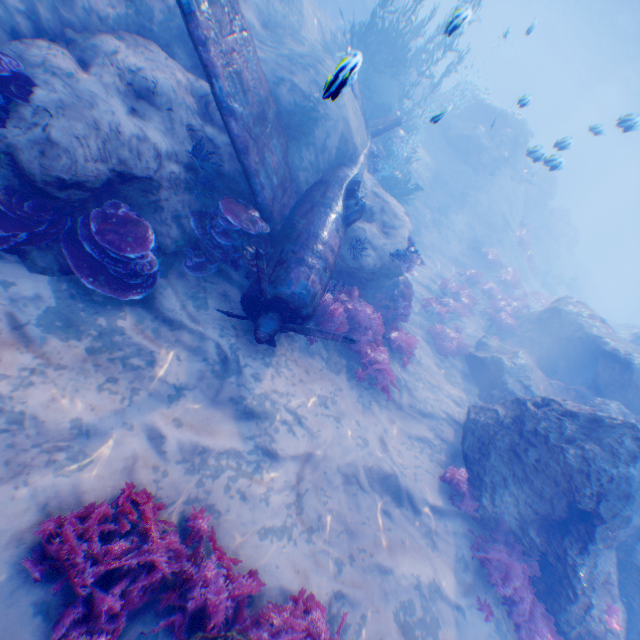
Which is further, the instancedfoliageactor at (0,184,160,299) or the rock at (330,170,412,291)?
the rock at (330,170,412,291)

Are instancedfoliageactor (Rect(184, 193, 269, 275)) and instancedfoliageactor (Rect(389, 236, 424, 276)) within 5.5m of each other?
yes

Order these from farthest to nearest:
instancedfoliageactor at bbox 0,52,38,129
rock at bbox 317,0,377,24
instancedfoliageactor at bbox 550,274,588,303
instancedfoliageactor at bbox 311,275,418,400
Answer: A:
instancedfoliageactor at bbox 550,274,588,303
rock at bbox 317,0,377,24
instancedfoliageactor at bbox 311,275,418,400
instancedfoliageactor at bbox 0,52,38,129

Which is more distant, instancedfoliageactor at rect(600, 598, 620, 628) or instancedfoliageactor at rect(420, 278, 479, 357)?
instancedfoliageactor at rect(420, 278, 479, 357)

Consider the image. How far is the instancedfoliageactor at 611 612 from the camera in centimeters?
617cm

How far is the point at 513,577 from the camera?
6.5 meters

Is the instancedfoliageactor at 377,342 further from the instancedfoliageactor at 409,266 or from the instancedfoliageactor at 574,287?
the instancedfoliageactor at 574,287

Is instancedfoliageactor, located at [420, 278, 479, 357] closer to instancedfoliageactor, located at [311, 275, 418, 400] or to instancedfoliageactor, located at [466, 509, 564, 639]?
instancedfoliageactor, located at [311, 275, 418, 400]
